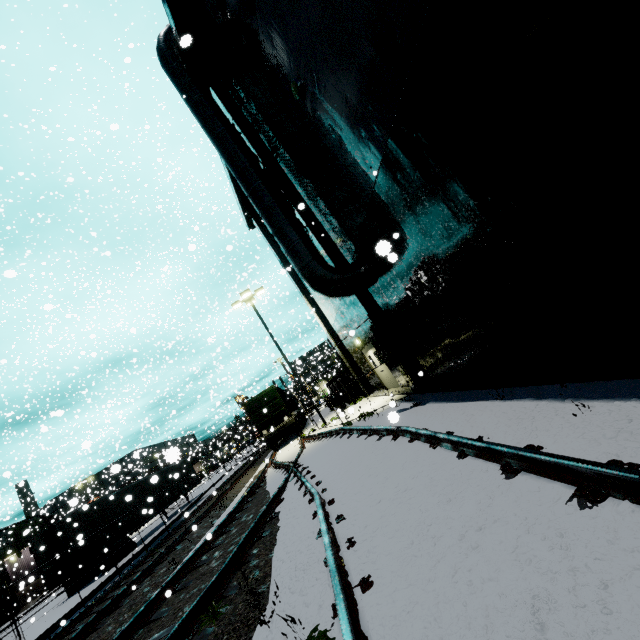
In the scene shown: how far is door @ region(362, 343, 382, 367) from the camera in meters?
15.5

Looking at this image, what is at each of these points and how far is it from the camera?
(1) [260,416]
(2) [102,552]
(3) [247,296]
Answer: (1) cargo container door, 22.77m
(2) semi trailer, 17.50m
(3) light, 21.36m

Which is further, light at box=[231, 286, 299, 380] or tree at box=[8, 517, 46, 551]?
tree at box=[8, 517, 46, 551]

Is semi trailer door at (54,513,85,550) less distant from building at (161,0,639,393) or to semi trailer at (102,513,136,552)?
semi trailer at (102,513,136,552)

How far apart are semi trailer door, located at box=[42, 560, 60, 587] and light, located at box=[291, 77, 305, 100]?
23.42m

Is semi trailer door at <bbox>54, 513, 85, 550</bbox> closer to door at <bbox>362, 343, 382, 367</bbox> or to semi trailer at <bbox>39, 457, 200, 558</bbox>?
semi trailer at <bbox>39, 457, 200, 558</bbox>

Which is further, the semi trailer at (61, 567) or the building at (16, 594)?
the building at (16, 594)

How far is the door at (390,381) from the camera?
15.2m
